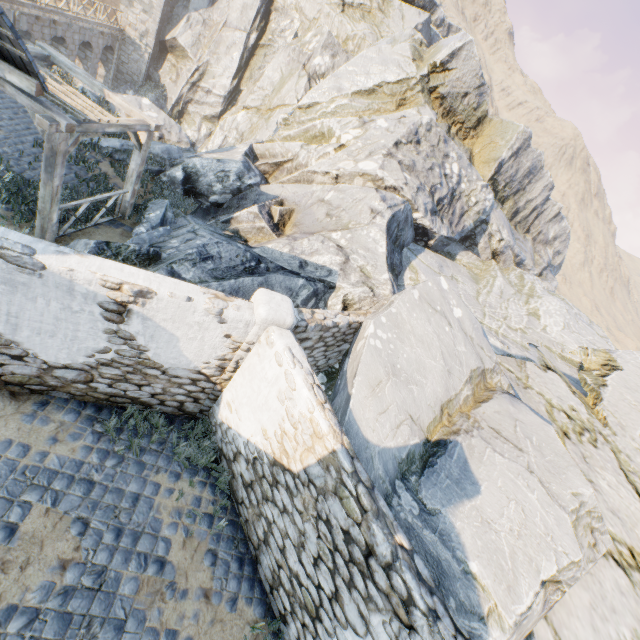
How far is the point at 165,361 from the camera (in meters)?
5.46

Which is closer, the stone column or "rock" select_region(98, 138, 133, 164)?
the stone column

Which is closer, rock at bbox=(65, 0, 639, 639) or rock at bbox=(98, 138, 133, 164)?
rock at bbox=(65, 0, 639, 639)

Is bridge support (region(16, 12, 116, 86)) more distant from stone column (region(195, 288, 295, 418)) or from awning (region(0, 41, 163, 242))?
stone column (region(195, 288, 295, 418))

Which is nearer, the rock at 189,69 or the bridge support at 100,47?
the rock at 189,69

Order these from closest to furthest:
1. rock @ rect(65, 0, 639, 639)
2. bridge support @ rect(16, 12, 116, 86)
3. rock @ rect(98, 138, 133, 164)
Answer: rock @ rect(65, 0, 639, 639)
rock @ rect(98, 138, 133, 164)
bridge support @ rect(16, 12, 116, 86)

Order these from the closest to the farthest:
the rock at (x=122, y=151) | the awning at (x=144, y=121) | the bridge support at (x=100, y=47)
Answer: the awning at (x=144, y=121), the rock at (x=122, y=151), the bridge support at (x=100, y=47)

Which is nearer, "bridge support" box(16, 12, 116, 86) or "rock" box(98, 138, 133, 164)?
"rock" box(98, 138, 133, 164)
